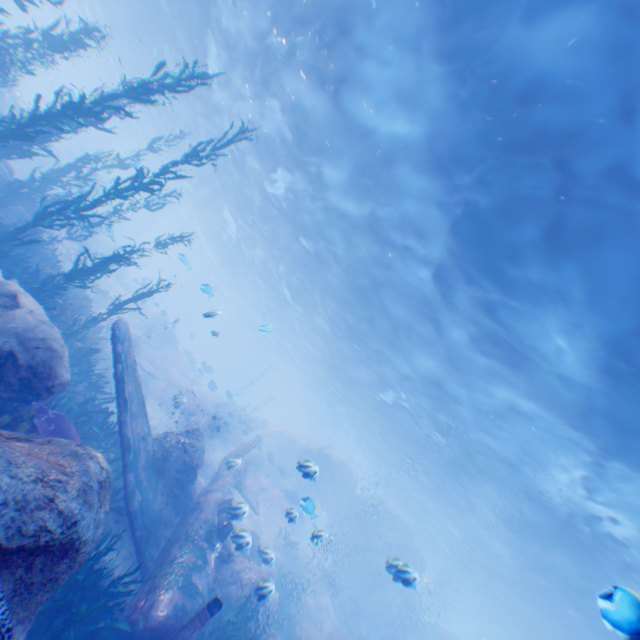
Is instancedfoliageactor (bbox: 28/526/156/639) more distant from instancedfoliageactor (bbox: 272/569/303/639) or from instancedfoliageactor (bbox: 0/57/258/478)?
instancedfoliageactor (bbox: 272/569/303/639)

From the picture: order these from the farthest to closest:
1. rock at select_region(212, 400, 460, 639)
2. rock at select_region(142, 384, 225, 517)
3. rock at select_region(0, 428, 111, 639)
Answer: rock at select_region(212, 400, 460, 639) < rock at select_region(142, 384, 225, 517) < rock at select_region(0, 428, 111, 639)

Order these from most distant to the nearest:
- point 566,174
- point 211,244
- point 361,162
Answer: point 211,244 → point 361,162 → point 566,174

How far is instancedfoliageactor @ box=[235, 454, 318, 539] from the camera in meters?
11.5 m

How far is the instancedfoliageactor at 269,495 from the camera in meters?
11.5 m

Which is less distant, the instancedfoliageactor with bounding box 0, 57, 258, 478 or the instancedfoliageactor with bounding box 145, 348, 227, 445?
the instancedfoliageactor with bounding box 0, 57, 258, 478

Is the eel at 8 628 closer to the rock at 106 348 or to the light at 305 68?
the rock at 106 348

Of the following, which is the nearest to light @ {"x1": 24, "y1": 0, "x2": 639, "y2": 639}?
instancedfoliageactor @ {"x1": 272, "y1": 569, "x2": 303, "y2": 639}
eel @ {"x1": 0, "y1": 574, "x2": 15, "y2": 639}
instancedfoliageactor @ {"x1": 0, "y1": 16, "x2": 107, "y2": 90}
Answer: instancedfoliageactor @ {"x1": 0, "y1": 16, "x2": 107, "y2": 90}
